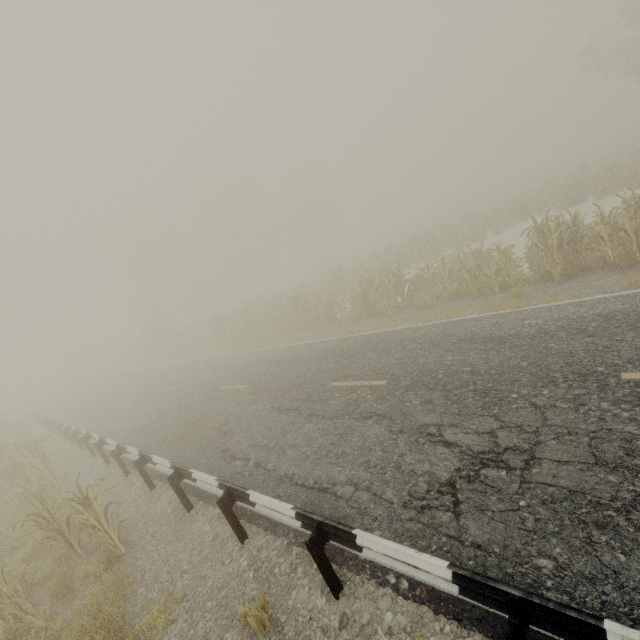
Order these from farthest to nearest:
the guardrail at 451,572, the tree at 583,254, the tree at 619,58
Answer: the tree at 619,58 < the tree at 583,254 < the guardrail at 451,572

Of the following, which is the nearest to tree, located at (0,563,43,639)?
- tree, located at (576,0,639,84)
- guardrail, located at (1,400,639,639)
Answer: guardrail, located at (1,400,639,639)

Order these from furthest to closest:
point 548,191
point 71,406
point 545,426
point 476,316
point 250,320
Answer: point 71,406, point 548,191, point 250,320, point 476,316, point 545,426

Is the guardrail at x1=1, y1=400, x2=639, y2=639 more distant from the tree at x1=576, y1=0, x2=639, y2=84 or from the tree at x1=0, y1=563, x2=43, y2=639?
the tree at x1=576, y1=0, x2=639, y2=84

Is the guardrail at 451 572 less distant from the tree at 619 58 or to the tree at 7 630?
the tree at 7 630
